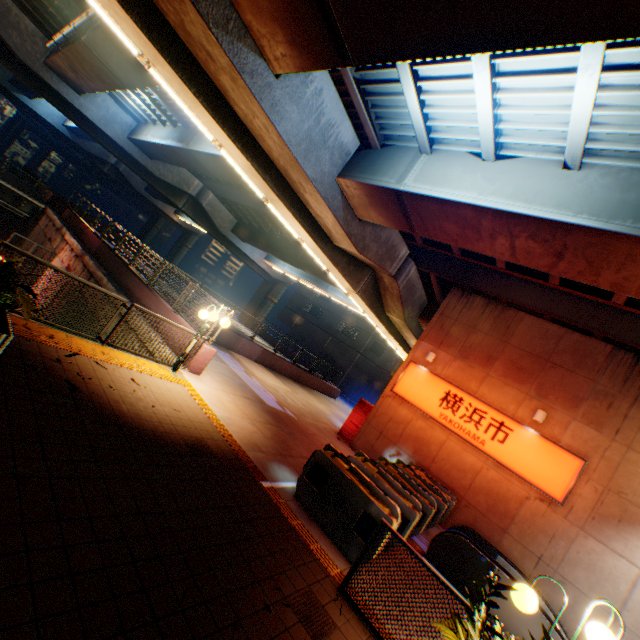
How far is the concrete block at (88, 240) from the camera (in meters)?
11.68

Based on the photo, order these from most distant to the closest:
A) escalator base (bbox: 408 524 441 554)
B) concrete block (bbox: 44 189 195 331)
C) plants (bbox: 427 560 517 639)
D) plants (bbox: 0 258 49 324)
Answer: concrete block (bbox: 44 189 195 331), escalator base (bbox: 408 524 441 554), plants (bbox: 0 258 49 324), plants (bbox: 427 560 517 639)

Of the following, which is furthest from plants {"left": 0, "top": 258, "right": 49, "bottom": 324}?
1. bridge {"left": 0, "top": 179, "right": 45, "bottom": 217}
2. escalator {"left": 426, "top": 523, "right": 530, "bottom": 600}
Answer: bridge {"left": 0, "top": 179, "right": 45, "bottom": 217}

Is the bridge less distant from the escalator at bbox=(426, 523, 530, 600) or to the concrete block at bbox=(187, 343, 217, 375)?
the concrete block at bbox=(187, 343, 217, 375)

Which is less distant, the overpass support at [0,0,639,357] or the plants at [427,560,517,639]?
the plants at [427,560,517,639]

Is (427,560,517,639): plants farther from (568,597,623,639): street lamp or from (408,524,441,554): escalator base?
(408,524,441,554): escalator base

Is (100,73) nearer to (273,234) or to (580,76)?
(273,234)

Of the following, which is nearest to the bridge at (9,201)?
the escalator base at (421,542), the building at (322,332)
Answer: the escalator base at (421,542)
